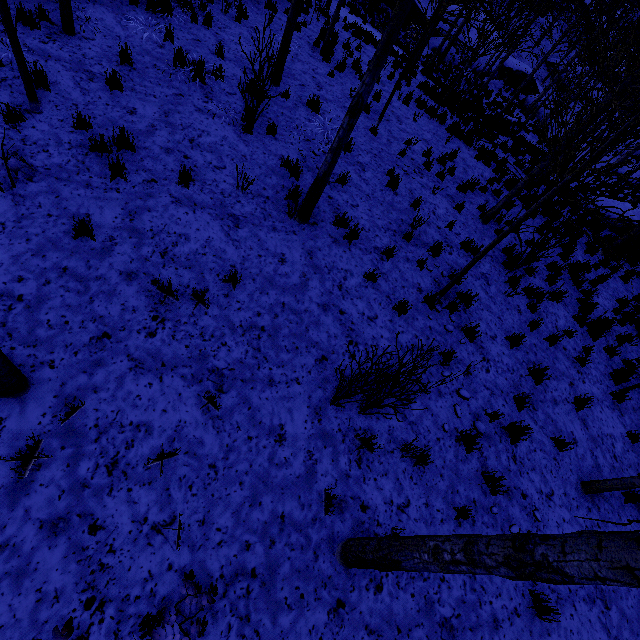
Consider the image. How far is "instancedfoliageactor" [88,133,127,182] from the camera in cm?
512

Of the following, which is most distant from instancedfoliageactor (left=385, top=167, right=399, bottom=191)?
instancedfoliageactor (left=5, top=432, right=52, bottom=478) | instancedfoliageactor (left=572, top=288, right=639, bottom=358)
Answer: instancedfoliageactor (left=5, top=432, right=52, bottom=478)

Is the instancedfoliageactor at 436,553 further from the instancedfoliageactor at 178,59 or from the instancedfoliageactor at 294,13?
the instancedfoliageactor at 178,59

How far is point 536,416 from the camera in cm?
625

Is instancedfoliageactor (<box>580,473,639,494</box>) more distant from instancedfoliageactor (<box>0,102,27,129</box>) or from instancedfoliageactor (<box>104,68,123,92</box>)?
instancedfoliageactor (<box>104,68,123,92</box>)

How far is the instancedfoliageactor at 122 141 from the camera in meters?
5.4

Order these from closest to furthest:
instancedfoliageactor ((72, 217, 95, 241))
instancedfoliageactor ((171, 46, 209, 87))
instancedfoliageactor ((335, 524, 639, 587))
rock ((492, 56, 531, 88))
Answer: instancedfoliageactor ((335, 524, 639, 587)) < instancedfoliageactor ((72, 217, 95, 241)) < instancedfoliageactor ((171, 46, 209, 87)) < rock ((492, 56, 531, 88))

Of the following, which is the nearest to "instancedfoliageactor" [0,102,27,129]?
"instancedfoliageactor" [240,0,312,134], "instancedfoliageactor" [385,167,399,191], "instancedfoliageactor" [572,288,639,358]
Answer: "instancedfoliageactor" [240,0,312,134]
